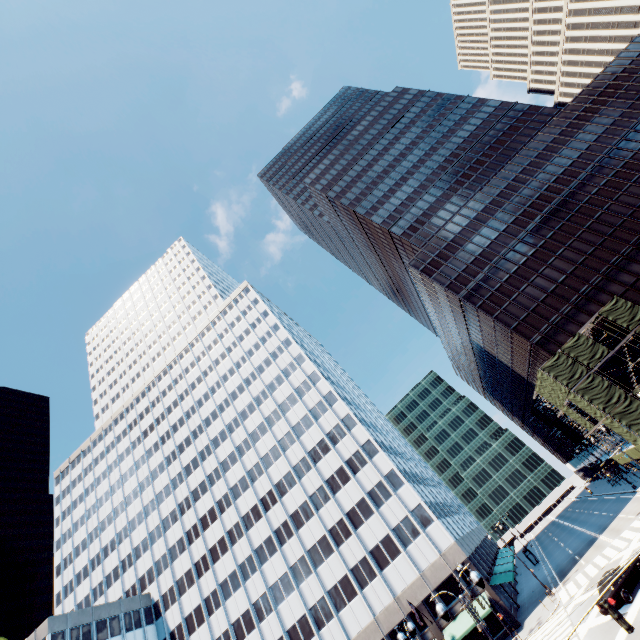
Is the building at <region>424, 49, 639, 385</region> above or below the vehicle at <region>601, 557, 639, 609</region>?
above

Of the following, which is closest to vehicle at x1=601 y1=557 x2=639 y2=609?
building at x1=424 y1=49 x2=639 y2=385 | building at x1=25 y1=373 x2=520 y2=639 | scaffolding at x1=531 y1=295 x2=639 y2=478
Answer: scaffolding at x1=531 y1=295 x2=639 y2=478

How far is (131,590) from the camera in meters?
58.5 m

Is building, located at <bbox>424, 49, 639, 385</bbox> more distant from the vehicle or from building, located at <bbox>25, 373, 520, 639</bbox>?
building, located at <bbox>25, 373, 520, 639</bbox>

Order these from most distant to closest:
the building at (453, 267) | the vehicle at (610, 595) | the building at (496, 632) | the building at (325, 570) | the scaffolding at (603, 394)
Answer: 1. the building at (453, 267)
2. the building at (325, 570)
3. the scaffolding at (603, 394)
4. the building at (496, 632)
5. the vehicle at (610, 595)

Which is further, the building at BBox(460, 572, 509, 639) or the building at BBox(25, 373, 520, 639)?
the building at BBox(25, 373, 520, 639)

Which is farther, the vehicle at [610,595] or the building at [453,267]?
the building at [453,267]

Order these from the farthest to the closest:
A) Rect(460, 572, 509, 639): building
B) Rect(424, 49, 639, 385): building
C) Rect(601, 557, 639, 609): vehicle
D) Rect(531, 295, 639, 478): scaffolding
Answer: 1. Rect(424, 49, 639, 385): building
2. Rect(531, 295, 639, 478): scaffolding
3. Rect(460, 572, 509, 639): building
4. Rect(601, 557, 639, 609): vehicle
